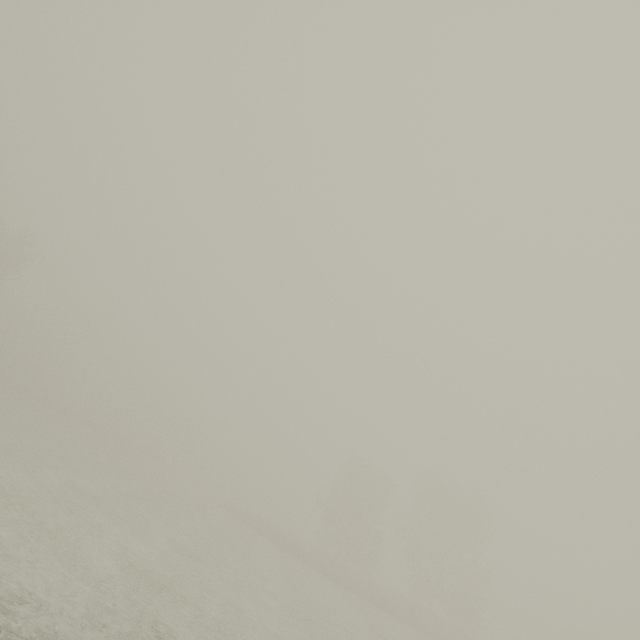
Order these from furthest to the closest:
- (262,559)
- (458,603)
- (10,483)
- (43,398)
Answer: (43,398), (458,603), (262,559), (10,483)
